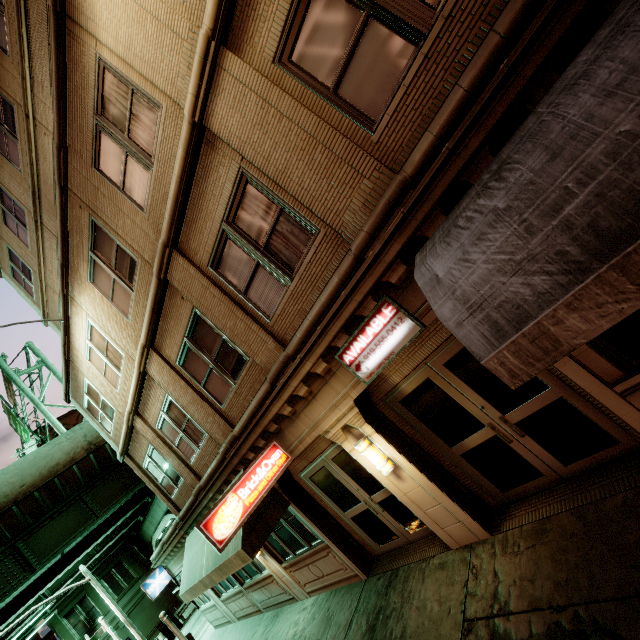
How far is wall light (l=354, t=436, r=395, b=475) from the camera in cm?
589

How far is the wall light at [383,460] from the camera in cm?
589

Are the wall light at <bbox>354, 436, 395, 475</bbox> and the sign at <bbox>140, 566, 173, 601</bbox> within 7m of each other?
no

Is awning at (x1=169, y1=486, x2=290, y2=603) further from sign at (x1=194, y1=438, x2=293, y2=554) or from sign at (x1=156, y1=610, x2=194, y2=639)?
sign at (x1=194, y1=438, x2=293, y2=554)

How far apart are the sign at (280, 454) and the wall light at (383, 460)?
1.8 meters

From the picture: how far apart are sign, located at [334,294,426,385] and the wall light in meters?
1.2

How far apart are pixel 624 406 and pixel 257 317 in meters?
5.6

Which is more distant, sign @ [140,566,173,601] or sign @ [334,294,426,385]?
sign @ [140,566,173,601]
